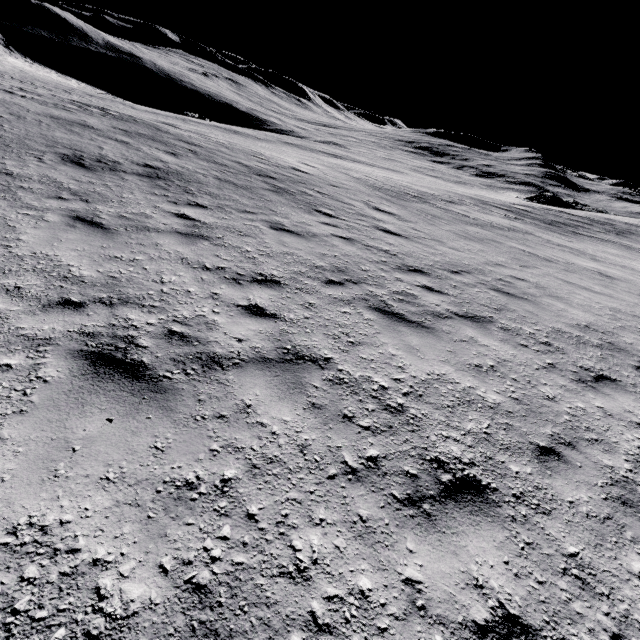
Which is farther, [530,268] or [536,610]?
[530,268]
